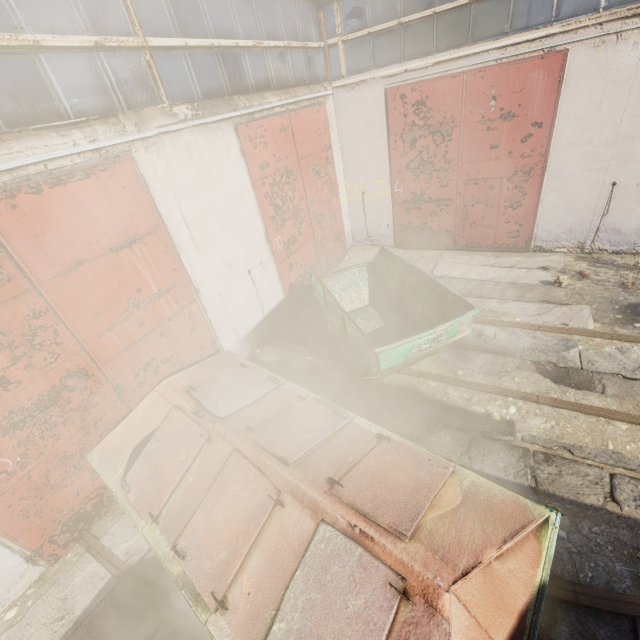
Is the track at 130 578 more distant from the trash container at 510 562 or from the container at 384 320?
the container at 384 320

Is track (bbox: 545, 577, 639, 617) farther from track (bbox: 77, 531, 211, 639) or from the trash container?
track (bbox: 77, 531, 211, 639)

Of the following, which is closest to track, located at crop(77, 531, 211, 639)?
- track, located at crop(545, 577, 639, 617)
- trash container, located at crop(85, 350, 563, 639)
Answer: trash container, located at crop(85, 350, 563, 639)

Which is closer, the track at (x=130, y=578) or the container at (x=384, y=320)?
the track at (x=130, y=578)

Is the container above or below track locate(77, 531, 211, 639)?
above

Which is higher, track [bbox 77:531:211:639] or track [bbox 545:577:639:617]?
track [bbox 77:531:211:639]

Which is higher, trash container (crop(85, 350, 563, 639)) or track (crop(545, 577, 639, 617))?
trash container (crop(85, 350, 563, 639))

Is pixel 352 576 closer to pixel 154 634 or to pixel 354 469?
pixel 354 469
